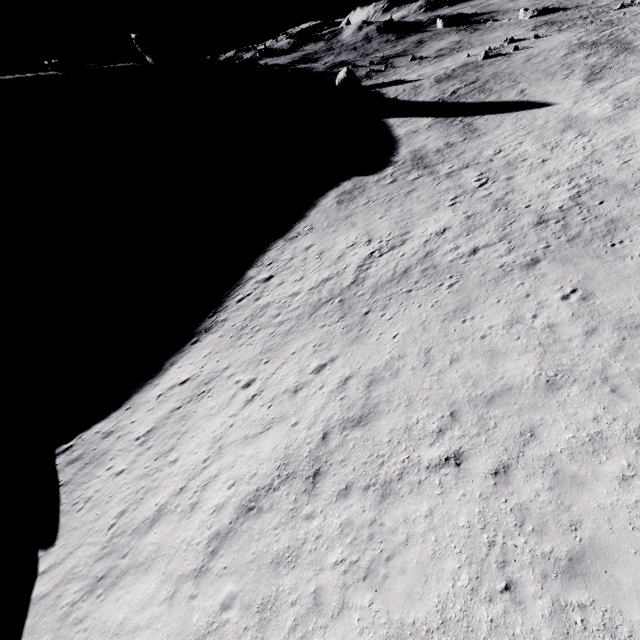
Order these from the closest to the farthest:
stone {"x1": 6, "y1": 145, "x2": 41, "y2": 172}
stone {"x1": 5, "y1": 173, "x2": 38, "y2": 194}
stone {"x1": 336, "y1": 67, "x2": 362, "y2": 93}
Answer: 1. stone {"x1": 5, "y1": 173, "x2": 38, "y2": 194}
2. stone {"x1": 6, "y1": 145, "x2": 41, "y2": 172}
3. stone {"x1": 336, "y1": 67, "x2": 362, "y2": 93}

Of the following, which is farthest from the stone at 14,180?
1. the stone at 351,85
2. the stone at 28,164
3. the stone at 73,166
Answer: the stone at 351,85

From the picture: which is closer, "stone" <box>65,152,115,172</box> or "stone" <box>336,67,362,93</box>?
"stone" <box>65,152,115,172</box>

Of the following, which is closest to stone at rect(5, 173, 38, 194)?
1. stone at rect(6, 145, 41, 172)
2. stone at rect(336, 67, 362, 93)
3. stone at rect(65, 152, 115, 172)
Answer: stone at rect(6, 145, 41, 172)

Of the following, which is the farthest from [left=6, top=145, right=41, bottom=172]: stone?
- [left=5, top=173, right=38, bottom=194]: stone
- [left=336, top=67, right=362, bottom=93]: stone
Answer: [left=336, top=67, right=362, bottom=93]: stone

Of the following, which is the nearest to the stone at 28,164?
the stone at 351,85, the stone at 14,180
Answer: the stone at 14,180

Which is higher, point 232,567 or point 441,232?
point 441,232
